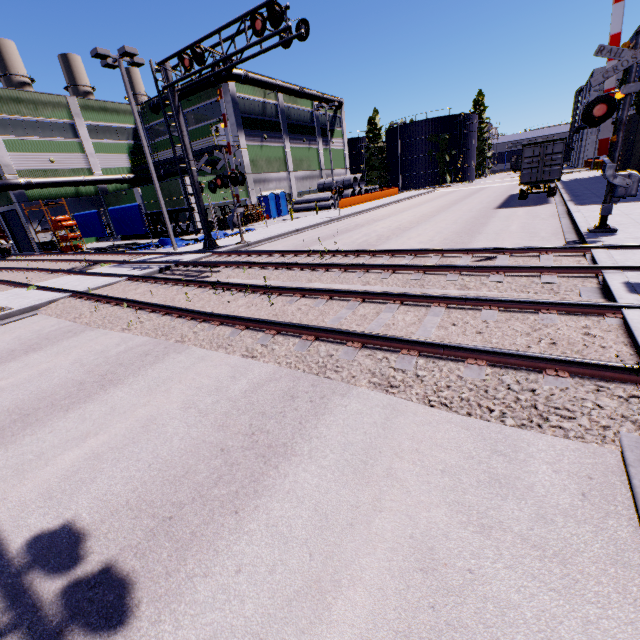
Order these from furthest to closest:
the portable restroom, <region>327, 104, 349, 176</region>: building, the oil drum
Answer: <region>327, 104, 349, 176</region>: building → the portable restroom → the oil drum

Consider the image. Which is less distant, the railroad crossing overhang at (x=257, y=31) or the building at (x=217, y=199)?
the railroad crossing overhang at (x=257, y=31)

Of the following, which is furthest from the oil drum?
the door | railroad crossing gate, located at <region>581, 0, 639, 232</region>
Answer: railroad crossing gate, located at <region>581, 0, 639, 232</region>

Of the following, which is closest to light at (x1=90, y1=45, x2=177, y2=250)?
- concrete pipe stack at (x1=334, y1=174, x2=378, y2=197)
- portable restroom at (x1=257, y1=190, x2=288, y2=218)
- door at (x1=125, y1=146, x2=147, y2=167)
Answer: portable restroom at (x1=257, y1=190, x2=288, y2=218)

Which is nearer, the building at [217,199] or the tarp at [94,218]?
the tarp at [94,218]

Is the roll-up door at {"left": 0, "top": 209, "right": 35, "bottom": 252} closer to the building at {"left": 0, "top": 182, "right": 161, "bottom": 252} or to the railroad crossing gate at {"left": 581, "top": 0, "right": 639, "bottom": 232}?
the building at {"left": 0, "top": 182, "right": 161, "bottom": 252}

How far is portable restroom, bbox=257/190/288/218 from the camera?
36.6m

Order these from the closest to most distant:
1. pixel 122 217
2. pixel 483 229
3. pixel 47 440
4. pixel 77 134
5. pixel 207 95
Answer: pixel 47 440
pixel 483 229
pixel 122 217
pixel 207 95
pixel 77 134
